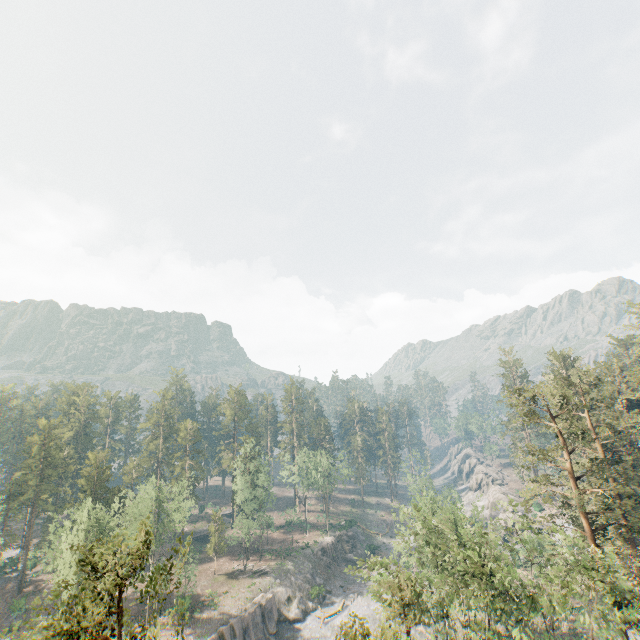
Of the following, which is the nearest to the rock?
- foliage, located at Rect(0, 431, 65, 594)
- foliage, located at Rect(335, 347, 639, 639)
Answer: foliage, located at Rect(0, 431, 65, 594)

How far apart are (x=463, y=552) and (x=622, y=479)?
28.4 meters

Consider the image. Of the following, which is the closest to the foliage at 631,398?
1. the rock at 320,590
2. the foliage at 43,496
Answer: the foliage at 43,496

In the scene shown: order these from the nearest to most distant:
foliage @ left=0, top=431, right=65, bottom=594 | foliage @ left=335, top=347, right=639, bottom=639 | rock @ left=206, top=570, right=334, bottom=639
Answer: foliage @ left=335, top=347, right=639, bottom=639 → rock @ left=206, top=570, right=334, bottom=639 → foliage @ left=0, top=431, right=65, bottom=594

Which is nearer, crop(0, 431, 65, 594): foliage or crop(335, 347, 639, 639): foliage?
→ crop(335, 347, 639, 639): foliage

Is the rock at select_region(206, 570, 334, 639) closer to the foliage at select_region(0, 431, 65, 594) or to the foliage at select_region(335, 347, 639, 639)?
the foliage at select_region(0, 431, 65, 594)

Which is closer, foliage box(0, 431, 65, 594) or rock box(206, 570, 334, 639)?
rock box(206, 570, 334, 639)
